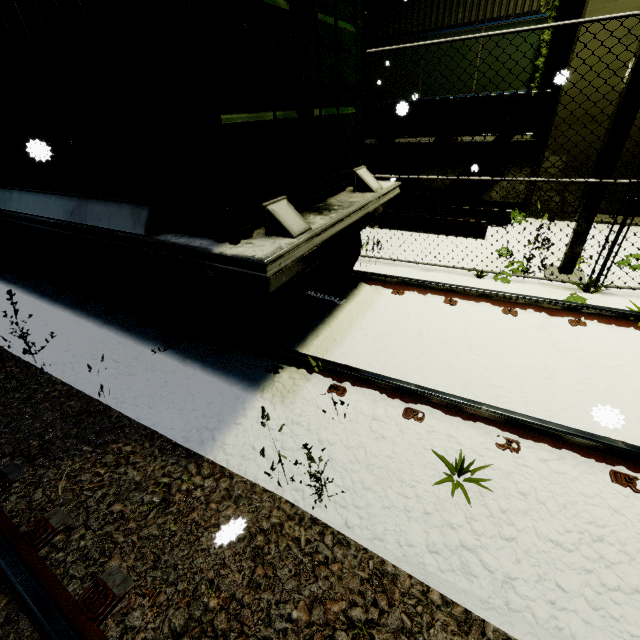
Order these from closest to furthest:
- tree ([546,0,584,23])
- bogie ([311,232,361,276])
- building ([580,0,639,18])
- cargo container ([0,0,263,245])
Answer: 1. cargo container ([0,0,263,245])
2. bogie ([311,232,361,276])
3. building ([580,0,639,18])
4. tree ([546,0,584,23])

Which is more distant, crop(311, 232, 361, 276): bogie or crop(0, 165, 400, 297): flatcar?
crop(311, 232, 361, 276): bogie

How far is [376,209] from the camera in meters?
4.1

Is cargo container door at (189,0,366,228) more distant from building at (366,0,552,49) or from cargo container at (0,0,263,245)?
building at (366,0,552,49)

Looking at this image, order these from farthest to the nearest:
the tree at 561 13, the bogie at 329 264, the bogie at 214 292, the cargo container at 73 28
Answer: the tree at 561 13, the bogie at 329 264, the bogie at 214 292, the cargo container at 73 28

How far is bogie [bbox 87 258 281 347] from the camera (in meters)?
3.04

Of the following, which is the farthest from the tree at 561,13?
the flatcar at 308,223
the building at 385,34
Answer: the flatcar at 308,223
